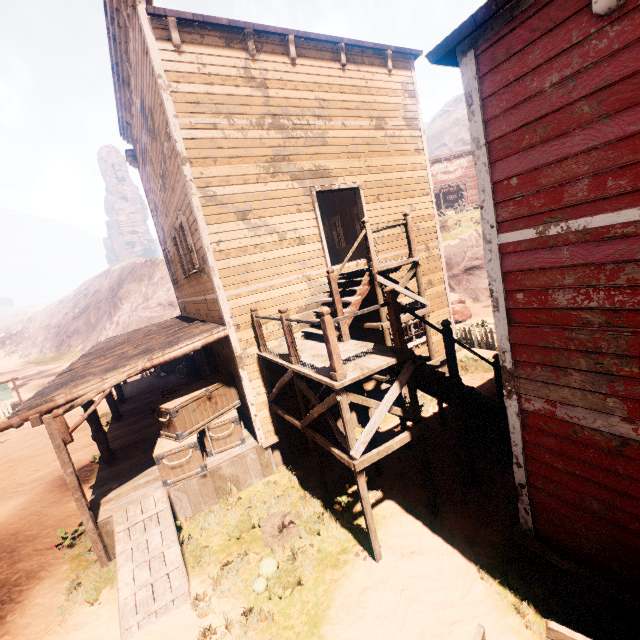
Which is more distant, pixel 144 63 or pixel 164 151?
pixel 164 151

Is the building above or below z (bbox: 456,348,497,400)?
above

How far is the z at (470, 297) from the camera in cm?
2000

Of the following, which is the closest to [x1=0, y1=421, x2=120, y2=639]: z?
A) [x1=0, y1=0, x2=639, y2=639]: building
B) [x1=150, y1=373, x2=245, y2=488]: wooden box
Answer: [x1=0, y1=0, x2=639, y2=639]: building

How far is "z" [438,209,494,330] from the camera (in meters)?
20.00

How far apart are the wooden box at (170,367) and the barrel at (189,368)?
1.26m

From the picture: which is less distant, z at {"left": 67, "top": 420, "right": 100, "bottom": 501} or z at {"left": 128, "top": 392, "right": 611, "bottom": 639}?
z at {"left": 128, "top": 392, "right": 611, "bottom": 639}

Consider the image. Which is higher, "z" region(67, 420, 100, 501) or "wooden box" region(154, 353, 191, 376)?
"wooden box" region(154, 353, 191, 376)
